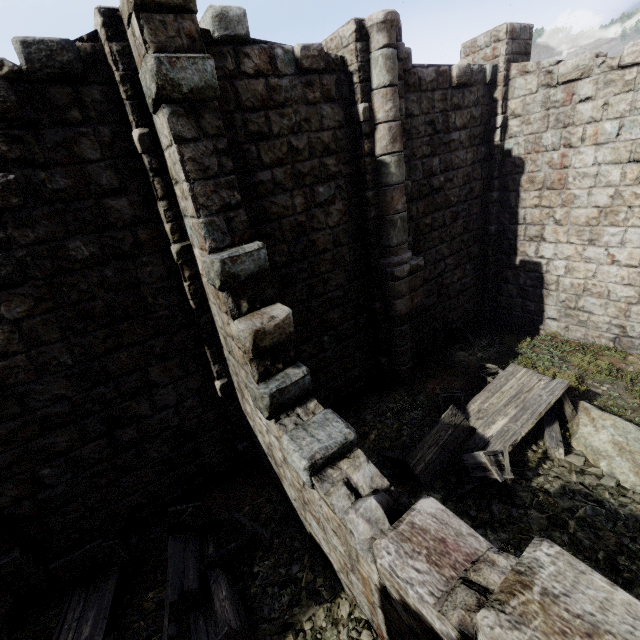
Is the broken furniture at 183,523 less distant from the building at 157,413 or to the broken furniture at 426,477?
the building at 157,413

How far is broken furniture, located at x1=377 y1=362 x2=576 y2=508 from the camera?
5.6 meters

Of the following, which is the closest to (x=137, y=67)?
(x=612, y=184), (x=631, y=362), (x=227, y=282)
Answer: (x=227, y=282)

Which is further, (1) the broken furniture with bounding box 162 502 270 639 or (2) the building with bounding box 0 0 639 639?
(1) the broken furniture with bounding box 162 502 270 639

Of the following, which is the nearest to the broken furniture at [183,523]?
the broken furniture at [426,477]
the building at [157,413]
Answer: the building at [157,413]

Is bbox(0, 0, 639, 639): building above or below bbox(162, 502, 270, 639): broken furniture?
above

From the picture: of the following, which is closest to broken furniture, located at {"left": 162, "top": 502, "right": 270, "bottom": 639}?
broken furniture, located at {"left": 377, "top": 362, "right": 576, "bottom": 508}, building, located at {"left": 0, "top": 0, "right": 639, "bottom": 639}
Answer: building, located at {"left": 0, "top": 0, "right": 639, "bottom": 639}

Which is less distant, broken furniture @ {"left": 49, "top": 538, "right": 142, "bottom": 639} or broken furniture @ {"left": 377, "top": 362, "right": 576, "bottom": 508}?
broken furniture @ {"left": 49, "top": 538, "right": 142, "bottom": 639}
